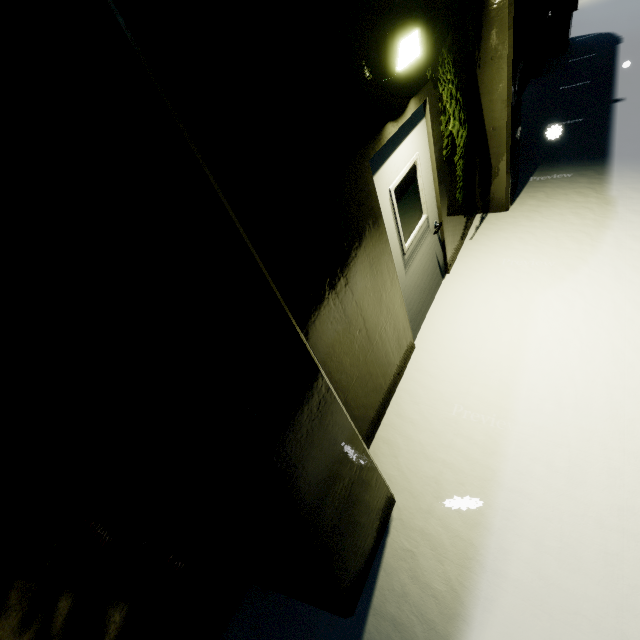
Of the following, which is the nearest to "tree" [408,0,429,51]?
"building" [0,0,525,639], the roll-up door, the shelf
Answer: "building" [0,0,525,639]

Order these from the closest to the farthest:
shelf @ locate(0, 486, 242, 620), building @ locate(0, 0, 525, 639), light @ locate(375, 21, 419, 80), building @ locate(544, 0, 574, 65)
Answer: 1. building @ locate(0, 0, 525, 639)
2. shelf @ locate(0, 486, 242, 620)
3. light @ locate(375, 21, 419, 80)
4. building @ locate(544, 0, 574, 65)

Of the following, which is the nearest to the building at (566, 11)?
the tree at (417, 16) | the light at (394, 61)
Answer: the tree at (417, 16)

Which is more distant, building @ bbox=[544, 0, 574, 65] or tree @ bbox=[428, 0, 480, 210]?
building @ bbox=[544, 0, 574, 65]

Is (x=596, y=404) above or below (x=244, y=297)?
below

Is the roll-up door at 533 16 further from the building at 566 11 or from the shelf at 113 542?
the shelf at 113 542

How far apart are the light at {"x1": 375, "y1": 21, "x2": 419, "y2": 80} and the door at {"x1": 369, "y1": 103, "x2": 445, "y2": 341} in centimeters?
37cm

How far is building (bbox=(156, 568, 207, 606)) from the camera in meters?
3.1
